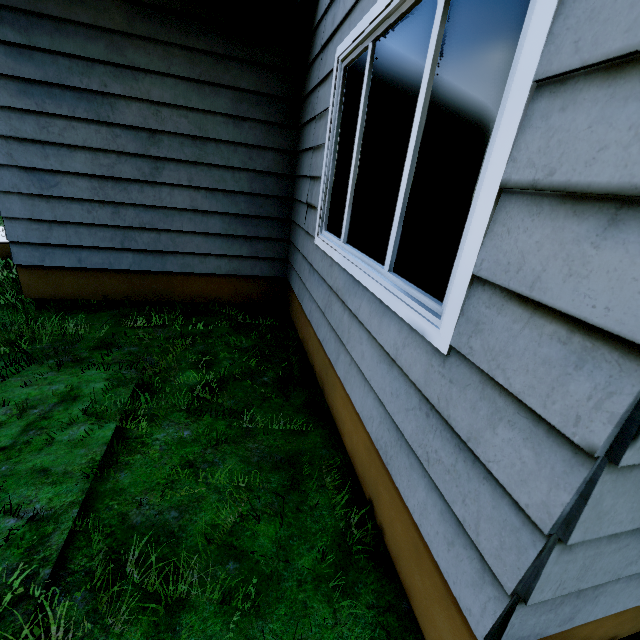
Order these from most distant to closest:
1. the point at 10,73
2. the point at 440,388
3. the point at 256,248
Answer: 1. the point at 256,248
2. the point at 10,73
3. the point at 440,388
